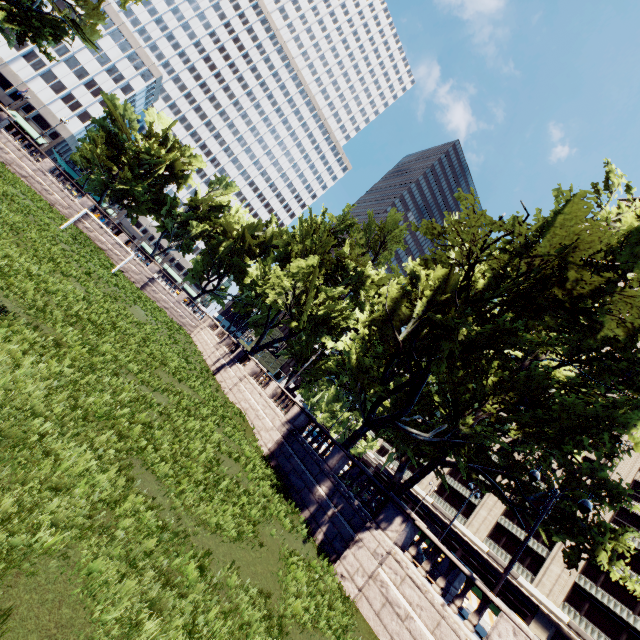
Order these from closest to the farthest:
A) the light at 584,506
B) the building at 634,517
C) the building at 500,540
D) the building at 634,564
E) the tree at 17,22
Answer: the light at 584,506 < the tree at 17,22 < the building at 634,564 < the building at 634,517 < the building at 500,540

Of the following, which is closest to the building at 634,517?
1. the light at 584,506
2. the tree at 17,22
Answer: the tree at 17,22

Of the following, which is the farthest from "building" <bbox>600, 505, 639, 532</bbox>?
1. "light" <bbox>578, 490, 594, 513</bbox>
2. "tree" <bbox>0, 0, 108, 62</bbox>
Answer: "light" <bbox>578, 490, 594, 513</bbox>

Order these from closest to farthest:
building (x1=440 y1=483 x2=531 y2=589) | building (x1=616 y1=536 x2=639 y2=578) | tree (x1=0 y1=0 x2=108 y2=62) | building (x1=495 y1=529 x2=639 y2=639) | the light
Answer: the light, tree (x1=0 y1=0 x2=108 y2=62), building (x1=495 y1=529 x2=639 y2=639), building (x1=616 y1=536 x2=639 y2=578), building (x1=440 y1=483 x2=531 y2=589)

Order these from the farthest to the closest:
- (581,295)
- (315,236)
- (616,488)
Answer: (315,236) < (616,488) < (581,295)

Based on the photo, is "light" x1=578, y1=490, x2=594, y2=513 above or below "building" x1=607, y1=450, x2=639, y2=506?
below

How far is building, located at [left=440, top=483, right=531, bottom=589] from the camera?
44.6 meters
